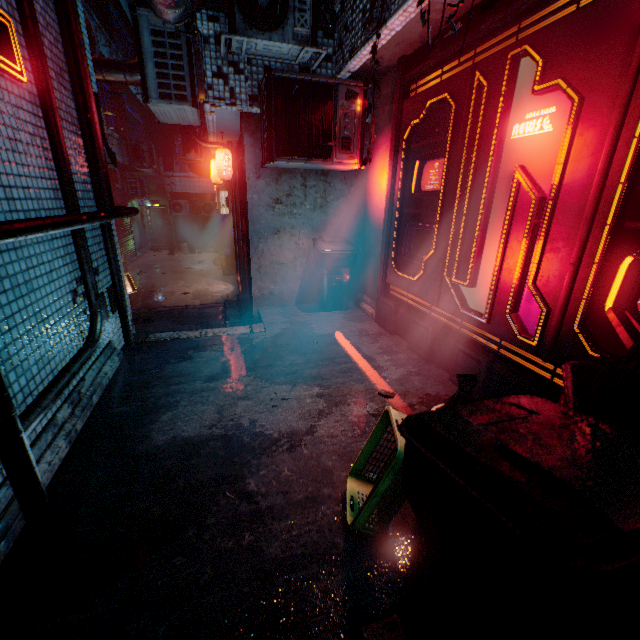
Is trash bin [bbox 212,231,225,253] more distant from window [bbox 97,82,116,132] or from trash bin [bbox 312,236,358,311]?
trash bin [bbox 312,236,358,311]

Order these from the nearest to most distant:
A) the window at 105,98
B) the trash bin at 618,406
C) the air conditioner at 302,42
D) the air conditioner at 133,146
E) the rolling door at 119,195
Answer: the trash bin at 618,406
the air conditioner at 302,42
the window at 105,98
the air conditioner at 133,146
the rolling door at 119,195

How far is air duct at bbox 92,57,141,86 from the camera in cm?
488

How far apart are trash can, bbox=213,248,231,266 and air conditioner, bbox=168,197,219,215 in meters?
3.2

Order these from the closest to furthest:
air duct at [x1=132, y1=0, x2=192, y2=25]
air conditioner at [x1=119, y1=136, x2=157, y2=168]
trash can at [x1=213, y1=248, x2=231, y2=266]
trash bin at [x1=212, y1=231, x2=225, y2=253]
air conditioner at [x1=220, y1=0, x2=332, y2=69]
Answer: air duct at [x1=132, y1=0, x2=192, y2=25] < air conditioner at [x1=220, y1=0, x2=332, y2=69] < air conditioner at [x1=119, y1=136, x2=157, y2=168] < trash can at [x1=213, y1=248, x2=231, y2=266] < trash bin at [x1=212, y1=231, x2=225, y2=253]

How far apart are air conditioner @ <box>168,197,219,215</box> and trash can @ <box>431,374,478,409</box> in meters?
16.5

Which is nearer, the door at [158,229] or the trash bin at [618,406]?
the trash bin at [618,406]

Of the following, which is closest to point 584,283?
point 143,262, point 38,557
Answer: point 38,557
